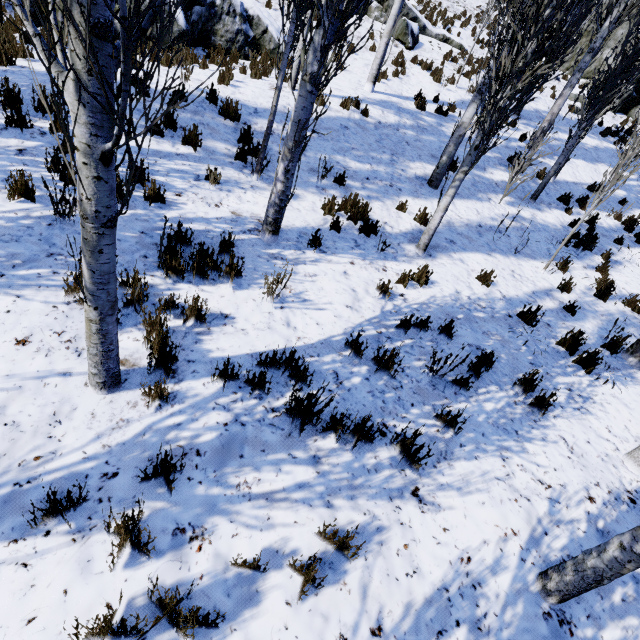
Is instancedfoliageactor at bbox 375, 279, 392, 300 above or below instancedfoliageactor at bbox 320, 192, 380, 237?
below

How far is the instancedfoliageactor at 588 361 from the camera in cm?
507

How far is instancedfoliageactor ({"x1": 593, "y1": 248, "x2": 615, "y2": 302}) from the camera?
7.1 meters

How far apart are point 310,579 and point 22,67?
9.24m

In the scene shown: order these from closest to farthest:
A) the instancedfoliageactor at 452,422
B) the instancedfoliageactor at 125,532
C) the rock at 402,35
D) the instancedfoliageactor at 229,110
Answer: the instancedfoliageactor at 125,532, the instancedfoliageactor at 452,422, the instancedfoliageactor at 229,110, the rock at 402,35

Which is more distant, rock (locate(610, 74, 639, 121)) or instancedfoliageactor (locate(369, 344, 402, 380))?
rock (locate(610, 74, 639, 121))

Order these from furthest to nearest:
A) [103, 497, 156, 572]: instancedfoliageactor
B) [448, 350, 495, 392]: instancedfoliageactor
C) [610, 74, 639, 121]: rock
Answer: [610, 74, 639, 121]: rock < [448, 350, 495, 392]: instancedfoliageactor < [103, 497, 156, 572]: instancedfoliageactor
